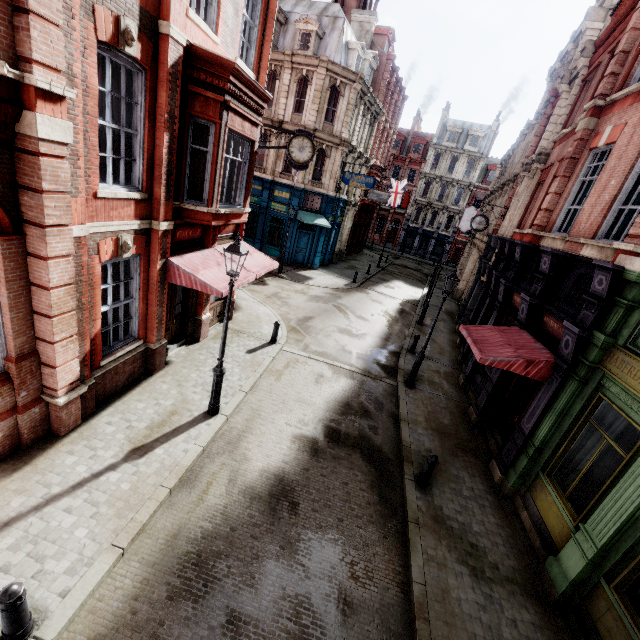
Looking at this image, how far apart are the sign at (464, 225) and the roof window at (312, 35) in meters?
18.7 m

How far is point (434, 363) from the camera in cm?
1537

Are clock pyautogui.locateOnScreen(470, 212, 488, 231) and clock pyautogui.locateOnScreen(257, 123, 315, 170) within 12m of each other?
yes

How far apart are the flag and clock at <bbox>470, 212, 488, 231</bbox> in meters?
19.3 m

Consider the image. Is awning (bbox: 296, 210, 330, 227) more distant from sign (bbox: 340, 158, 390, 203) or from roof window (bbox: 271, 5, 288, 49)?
roof window (bbox: 271, 5, 288, 49)

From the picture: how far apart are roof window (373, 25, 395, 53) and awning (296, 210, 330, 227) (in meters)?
17.16

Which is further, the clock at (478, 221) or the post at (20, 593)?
the clock at (478, 221)

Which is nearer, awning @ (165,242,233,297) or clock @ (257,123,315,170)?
awning @ (165,242,233,297)
